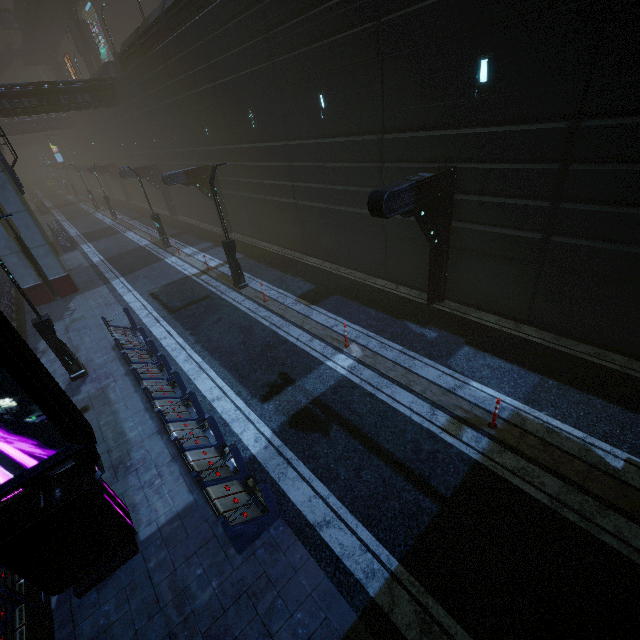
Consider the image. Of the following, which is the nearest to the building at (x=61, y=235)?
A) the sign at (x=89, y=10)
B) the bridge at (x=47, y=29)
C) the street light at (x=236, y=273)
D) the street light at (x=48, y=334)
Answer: the sign at (x=89, y=10)

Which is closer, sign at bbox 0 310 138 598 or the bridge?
sign at bbox 0 310 138 598

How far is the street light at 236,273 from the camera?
13.69m

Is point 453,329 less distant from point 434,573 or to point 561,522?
point 561,522

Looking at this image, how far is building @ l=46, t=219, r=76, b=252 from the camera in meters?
26.3

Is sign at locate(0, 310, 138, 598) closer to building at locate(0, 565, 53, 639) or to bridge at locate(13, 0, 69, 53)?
building at locate(0, 565, 53, 639)

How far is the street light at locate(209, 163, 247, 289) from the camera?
13.69m

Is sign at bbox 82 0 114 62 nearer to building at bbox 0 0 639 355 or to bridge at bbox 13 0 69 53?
building at bbox 0 0 639 355
